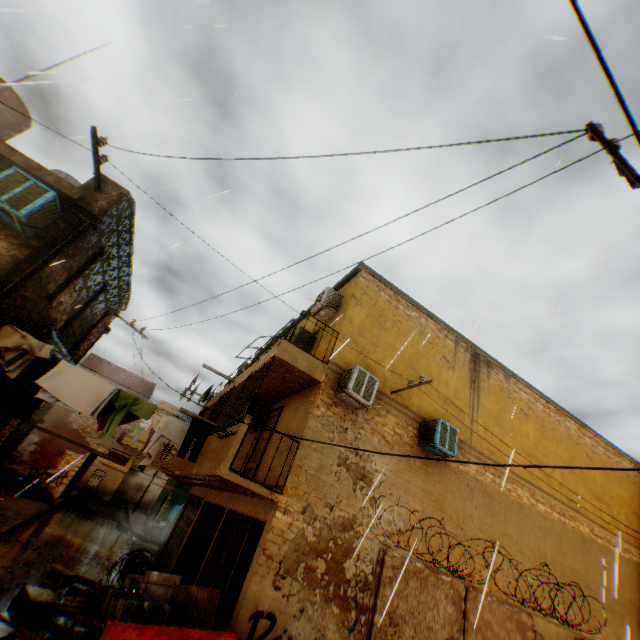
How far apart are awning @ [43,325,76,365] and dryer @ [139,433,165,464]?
1.57m

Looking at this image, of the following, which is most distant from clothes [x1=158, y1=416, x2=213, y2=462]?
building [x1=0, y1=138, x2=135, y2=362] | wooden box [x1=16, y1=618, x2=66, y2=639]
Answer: wooden box [x1=16, y1=618, x2=66, y2=639]

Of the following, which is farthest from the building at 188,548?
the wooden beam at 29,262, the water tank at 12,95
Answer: the water tank at 12,95

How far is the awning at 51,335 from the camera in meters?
8.0 m

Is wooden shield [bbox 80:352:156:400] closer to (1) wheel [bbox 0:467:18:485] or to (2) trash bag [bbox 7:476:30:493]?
(1) wheel [bbox 0:467:18:485]

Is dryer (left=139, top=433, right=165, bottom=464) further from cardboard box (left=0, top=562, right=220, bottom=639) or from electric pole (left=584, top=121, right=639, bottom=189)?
electric pole (left=584, top=121, right=639, bottom=189)

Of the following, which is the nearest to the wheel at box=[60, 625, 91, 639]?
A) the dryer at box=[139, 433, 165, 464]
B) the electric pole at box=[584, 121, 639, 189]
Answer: the electric pole at box=[584, 121, 639, 189]

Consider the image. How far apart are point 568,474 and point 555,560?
3.48m
